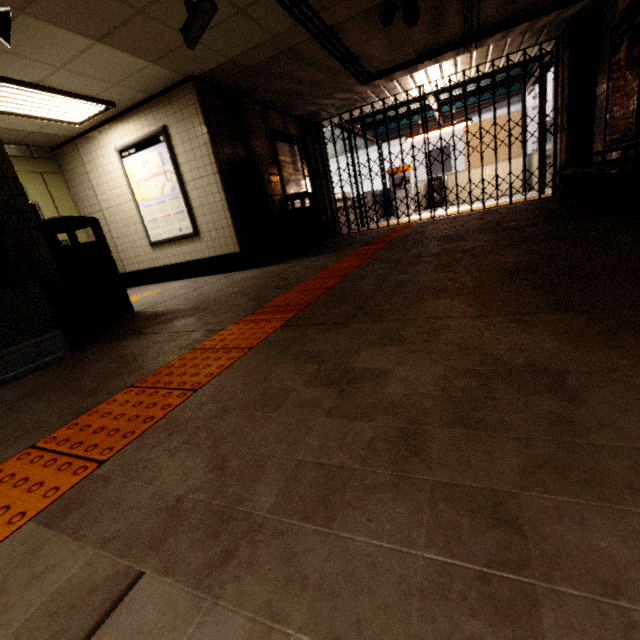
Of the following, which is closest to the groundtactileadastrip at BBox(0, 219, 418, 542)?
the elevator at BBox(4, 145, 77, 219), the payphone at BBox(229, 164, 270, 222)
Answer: the payphone at BBox(229, 164, 270, 222)

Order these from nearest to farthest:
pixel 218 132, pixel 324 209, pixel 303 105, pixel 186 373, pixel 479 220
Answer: pixel 186 373 → pixel 218 132 → pixel 479 220 → pixel 303 105 → pixel 324 209

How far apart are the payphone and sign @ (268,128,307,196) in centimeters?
119cm

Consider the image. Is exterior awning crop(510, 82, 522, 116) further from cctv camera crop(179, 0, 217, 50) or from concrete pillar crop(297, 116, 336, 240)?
cctv camera crop(179, 0, 217, 50)

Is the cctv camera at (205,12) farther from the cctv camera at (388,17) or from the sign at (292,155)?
the sign at (292,155)

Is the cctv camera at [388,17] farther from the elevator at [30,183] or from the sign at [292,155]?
the elevator at [30,183]

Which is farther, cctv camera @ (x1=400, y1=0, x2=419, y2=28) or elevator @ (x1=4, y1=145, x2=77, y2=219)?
elevator @ (x1=4, y1=145, x2=77, y2=219)

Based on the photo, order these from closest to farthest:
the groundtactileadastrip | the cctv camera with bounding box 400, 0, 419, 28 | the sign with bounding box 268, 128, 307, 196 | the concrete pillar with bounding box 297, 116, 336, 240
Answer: the groundtactileadastrip
the cctv camera with bounding box 400, 0, 419, 28
the sign with bounding box 268, 128, 307, 196
the concrete pillar with bounding box 297, 116, 336, 240
